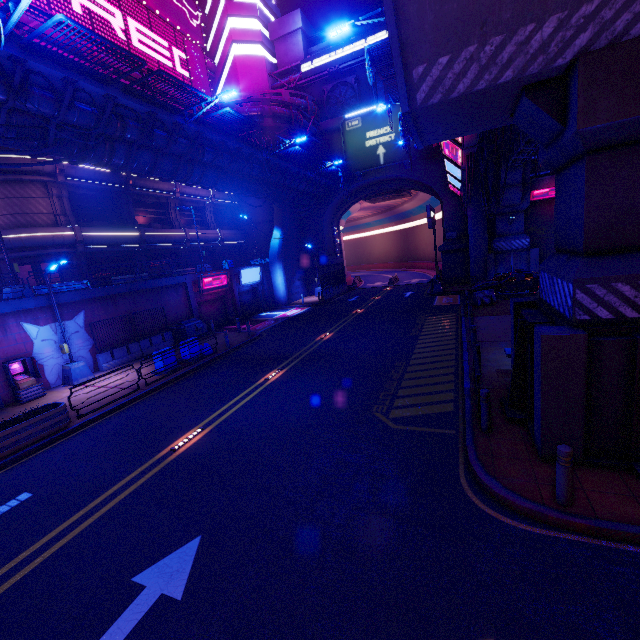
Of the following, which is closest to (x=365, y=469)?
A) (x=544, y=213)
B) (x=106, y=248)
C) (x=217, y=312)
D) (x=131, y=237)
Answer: (x=217, y=312)

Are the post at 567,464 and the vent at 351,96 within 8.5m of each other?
no

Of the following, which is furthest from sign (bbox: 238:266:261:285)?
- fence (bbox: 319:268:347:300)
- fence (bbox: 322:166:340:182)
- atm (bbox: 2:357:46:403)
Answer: atm (bbox: 2:357:46:403)

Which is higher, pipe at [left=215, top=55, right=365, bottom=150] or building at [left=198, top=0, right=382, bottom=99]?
building at [left=198, top=0, right=382, bottom=99]

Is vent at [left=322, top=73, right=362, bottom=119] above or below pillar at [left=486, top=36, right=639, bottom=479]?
above

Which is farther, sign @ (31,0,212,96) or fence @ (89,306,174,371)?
sign @ (31,0,212,96)

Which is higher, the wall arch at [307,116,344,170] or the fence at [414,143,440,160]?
the wall arch at [307,116,344,170]

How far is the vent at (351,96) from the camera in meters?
34.9
